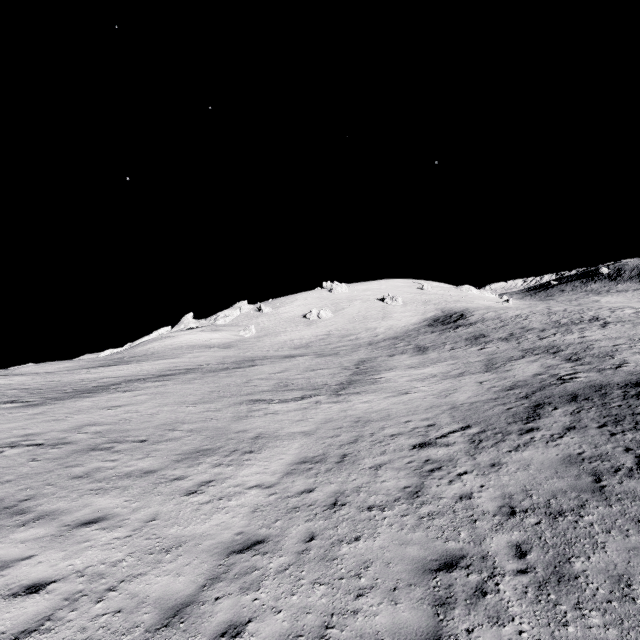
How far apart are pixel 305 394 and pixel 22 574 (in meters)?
14.65
